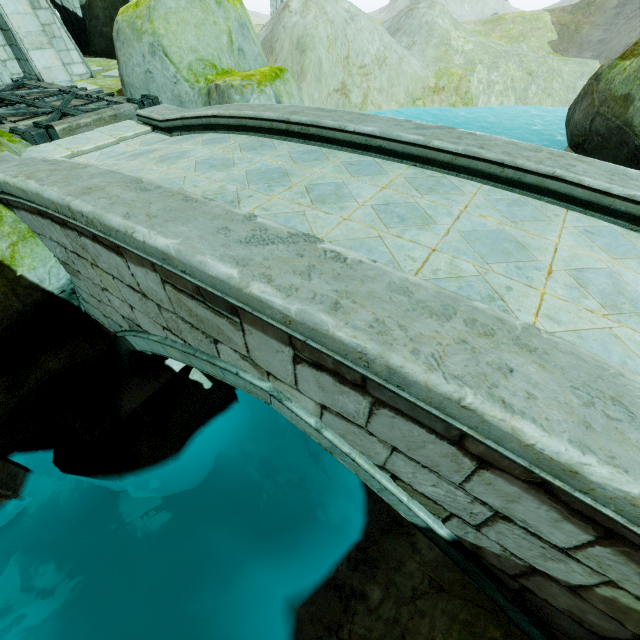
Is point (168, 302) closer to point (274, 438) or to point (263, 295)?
point (263, 295)

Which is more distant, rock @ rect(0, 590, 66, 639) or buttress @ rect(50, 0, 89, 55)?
buttress @ rect(50, 0, 89, 55)

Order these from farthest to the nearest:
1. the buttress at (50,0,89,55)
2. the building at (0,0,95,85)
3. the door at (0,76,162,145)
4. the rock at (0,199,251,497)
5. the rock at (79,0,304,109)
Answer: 1. the buttress at (50,0,89,55)
2. the building at (0,0,95,85)
3. the rock at (79,0,304,109)
4. the door at (0,76,162,145)
5. the rock at (0,199,251,497)

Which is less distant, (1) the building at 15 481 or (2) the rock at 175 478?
(2) the rock at 175 478

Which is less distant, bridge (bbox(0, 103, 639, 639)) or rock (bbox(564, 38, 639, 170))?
bridge (bbox(0, 103, 639, 639))

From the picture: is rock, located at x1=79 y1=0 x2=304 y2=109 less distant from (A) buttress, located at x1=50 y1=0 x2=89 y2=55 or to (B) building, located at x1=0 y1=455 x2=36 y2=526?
(A) buttress, located at x1=50 y1=0 x2=89 y2=55

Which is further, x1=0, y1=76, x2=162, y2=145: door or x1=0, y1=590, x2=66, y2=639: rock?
x1=0, y1=590, x2=66, y2=639: rock

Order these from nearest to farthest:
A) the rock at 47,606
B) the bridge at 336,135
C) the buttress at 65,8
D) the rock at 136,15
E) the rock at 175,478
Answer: the bridge at 336,135 → the rock at 175,478 → the rock at 136,15 → the rock at 47,606 → the buttress at 65,8
